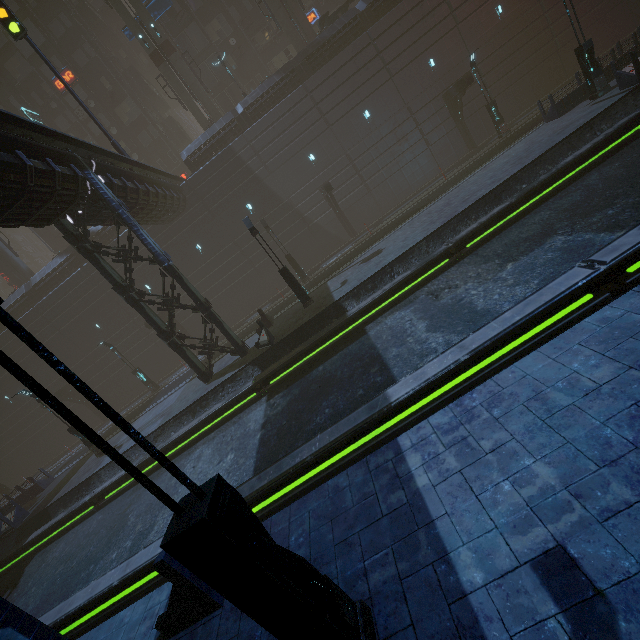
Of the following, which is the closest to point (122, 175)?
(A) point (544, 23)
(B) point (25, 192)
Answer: (B) point (25, 192)

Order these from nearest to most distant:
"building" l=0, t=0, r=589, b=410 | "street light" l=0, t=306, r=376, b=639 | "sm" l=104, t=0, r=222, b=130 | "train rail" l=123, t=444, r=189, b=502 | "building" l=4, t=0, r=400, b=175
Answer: "street light" l=0, t=306, r=376, b=639, "train rail" l=123, t=444, r=189, b=502, "building" l=0, t=0, r=589, b=410, "building" l=4, t=0, r=400, b=175, "sm" l=104, t=0, r=222, b=130

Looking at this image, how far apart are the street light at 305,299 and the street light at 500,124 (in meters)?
18.05

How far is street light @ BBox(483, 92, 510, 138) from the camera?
21.8m

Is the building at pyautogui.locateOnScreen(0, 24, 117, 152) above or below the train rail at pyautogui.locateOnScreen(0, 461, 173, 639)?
above

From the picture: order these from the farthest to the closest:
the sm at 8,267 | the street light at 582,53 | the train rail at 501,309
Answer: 1. the sm at 8,267
2. the street light at 582,53
3. the train rail at 501,309

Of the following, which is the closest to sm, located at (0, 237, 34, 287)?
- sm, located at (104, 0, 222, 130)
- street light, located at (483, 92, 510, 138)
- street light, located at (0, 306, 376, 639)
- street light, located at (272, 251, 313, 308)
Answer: sm, located at (104, 0, 222, 130)

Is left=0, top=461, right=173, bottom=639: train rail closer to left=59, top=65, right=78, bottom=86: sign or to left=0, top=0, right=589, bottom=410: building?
left=0, top=0, right=589, bottom=410: building
